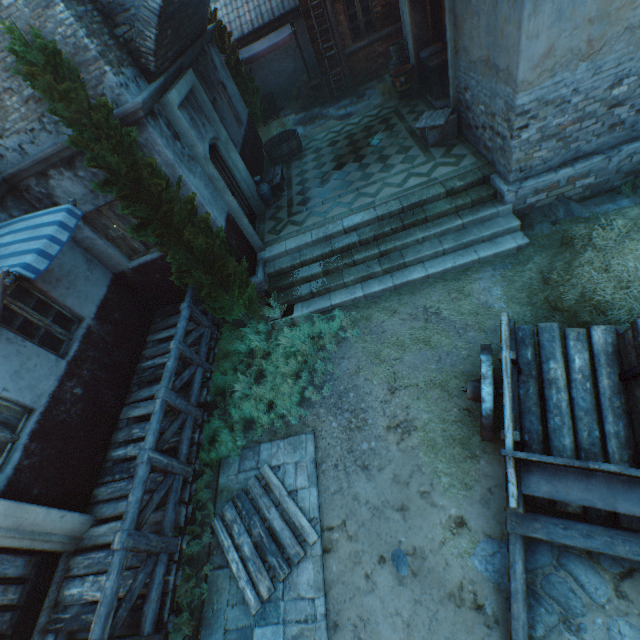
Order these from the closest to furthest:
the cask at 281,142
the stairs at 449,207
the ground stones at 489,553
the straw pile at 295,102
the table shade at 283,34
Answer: the ground stones at 489,553 < the stairs at 449,207 < the cask at 281,142 < the table shade at 283,34 < the straw pile at 295,102

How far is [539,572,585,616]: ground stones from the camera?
3.6m

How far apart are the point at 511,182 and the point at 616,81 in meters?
2.0

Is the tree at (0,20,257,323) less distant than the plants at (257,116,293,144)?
Yes

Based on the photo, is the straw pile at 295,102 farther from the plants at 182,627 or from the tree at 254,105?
the plants at 182,627

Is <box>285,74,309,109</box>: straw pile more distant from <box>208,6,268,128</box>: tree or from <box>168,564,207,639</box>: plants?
<box>168,564,207,639</box>: plants

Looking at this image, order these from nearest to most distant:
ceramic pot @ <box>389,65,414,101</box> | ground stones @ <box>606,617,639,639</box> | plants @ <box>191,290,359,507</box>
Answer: ground stones @ <box>606,617,639,639</box> < plants @ <box>191,290,359,507</box> < ceramic pot @ <box>389,65,414,101</box>

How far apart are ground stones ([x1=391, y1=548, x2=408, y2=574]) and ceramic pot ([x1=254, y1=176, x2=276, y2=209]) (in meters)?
8.79
